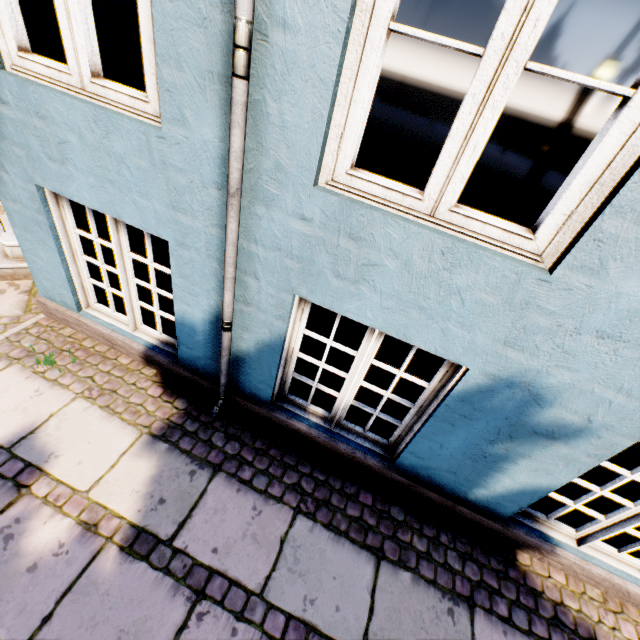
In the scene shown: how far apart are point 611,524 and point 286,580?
2.2m
